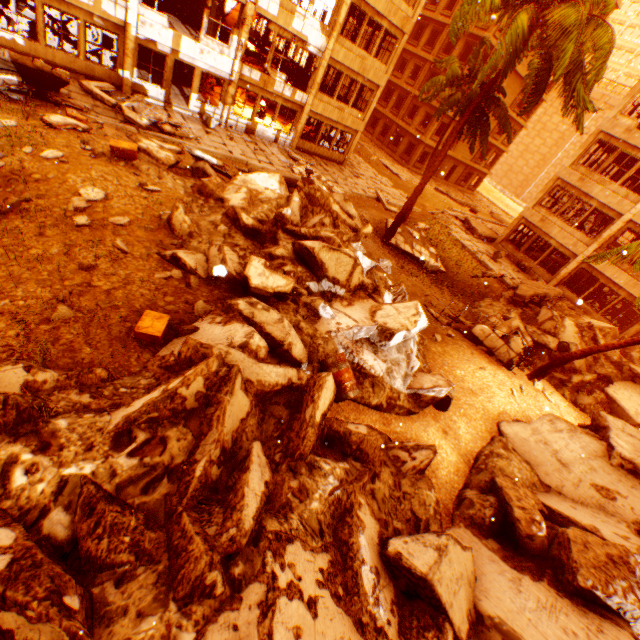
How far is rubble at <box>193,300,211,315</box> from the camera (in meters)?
6.15

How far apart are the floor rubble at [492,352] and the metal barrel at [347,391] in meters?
6.4 m

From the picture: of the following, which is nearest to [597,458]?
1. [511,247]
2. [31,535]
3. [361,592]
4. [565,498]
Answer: [565,498]

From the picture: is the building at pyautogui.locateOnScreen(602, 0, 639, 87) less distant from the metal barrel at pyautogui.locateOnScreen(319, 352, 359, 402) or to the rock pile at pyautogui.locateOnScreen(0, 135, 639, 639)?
the rock pile at pyautogui.locateOnScreen(0, 135, 639, 639)

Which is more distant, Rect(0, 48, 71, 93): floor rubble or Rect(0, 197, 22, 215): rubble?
Rect(0, 48, 71, 93): floor rubble

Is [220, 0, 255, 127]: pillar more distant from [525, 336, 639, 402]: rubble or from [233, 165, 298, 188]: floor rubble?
[233, 165, 298, 188]: floor rubble

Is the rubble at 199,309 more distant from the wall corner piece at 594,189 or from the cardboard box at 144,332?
the wall corner piece at 594,189

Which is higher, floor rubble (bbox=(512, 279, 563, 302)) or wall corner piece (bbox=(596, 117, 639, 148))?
wall corner piece (bbox=(596, 117, 639, 148))
